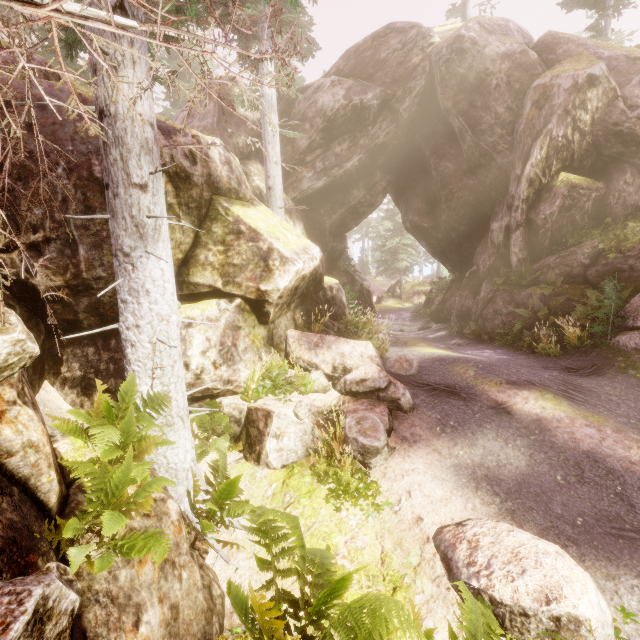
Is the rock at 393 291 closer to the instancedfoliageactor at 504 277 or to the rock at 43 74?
the instancedfoliageactor at 504 277

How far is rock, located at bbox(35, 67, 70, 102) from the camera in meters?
5.4

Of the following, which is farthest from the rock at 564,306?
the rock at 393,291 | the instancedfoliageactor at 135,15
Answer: the rock at 393,291

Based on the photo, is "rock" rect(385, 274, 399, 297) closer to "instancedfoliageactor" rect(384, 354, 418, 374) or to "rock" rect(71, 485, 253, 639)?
"instancedfoliageactor" rect(384, 354, 418, 374)

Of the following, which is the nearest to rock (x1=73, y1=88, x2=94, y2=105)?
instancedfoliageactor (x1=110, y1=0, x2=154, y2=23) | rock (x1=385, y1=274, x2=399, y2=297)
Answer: instancedfoliageactor (x1=110, y1=0, x2=154, y2=23)

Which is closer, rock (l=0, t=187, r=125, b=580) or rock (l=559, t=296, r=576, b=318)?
rock (l=0, t=187, r=125, b=580)

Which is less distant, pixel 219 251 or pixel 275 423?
pixel 275 423
